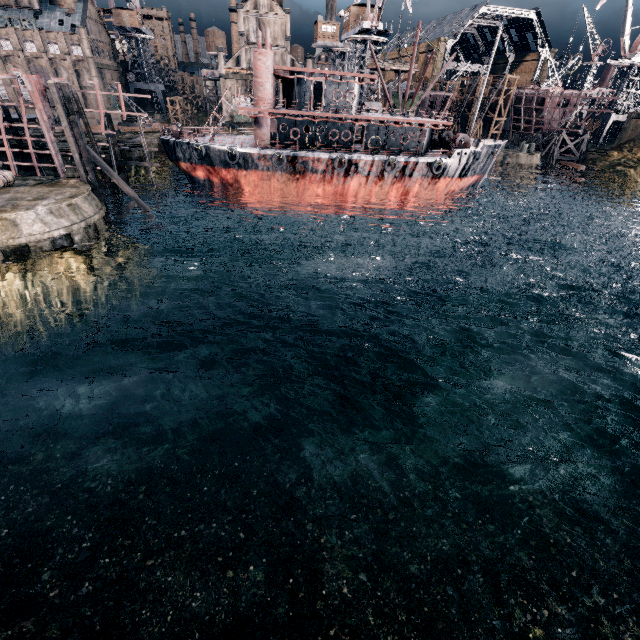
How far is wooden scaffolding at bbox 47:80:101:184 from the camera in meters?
23.5 m

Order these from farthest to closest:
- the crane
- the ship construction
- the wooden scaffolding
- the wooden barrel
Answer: the crane, the ship construction, the wooden scaffolding, the wooden barrel

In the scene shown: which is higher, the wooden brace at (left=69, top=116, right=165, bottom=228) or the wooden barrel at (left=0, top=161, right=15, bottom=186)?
the wooden brace at (left=69, top=116, right=165, bottom=228)

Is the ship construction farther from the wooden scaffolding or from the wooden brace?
the wooden brace

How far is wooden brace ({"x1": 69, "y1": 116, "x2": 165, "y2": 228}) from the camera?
25.7m

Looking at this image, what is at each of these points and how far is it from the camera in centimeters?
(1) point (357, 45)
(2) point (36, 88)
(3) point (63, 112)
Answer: (1) crane, 4744cm
(2) ship construction, 2750cm
(3) wooden scaffolding, 2395cm

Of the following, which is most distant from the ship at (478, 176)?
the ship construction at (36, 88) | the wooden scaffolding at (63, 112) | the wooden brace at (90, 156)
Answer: the wooden brace at (90, 156)

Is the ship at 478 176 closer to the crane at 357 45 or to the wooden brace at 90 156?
the crane at 357 45
